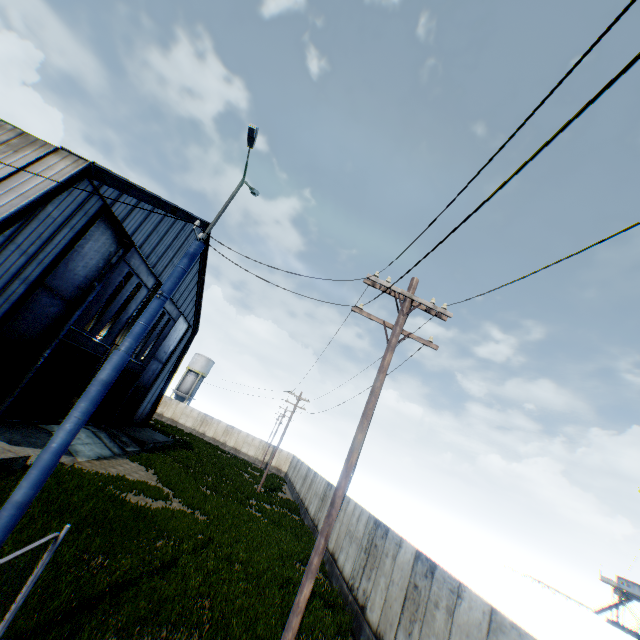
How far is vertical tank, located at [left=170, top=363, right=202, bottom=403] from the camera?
58.2 meters

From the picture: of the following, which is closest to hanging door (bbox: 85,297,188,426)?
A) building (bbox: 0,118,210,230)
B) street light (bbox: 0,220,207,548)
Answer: building (bbox: 0,118,210,230)

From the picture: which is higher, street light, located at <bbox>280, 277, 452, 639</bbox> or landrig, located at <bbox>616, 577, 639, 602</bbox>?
landrig, located at <bbox>616, 577, 639, 602</bbox>

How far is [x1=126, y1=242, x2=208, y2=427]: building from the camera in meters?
27.6 m

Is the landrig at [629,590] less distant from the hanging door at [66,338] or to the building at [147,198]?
the building at [147,198]

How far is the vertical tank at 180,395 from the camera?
58.19m

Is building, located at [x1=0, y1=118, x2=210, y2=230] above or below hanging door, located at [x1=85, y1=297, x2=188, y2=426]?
above

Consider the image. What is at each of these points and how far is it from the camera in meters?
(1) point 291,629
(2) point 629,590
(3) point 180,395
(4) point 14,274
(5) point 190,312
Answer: (1) street light, 5.5
(2) landrig, 58.0
(3) vertical tank, 58.2
(4) building, 12.4
(5) building, 31.2
